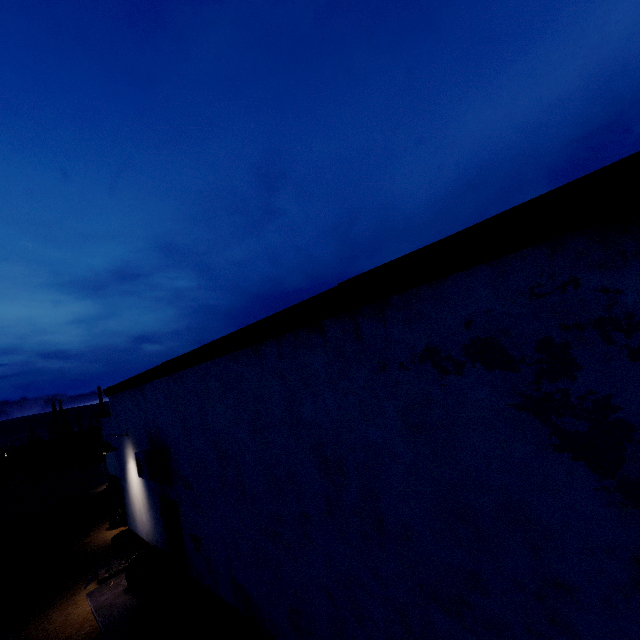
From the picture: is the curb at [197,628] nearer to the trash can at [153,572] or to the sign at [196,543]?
the trash can at [153,572]

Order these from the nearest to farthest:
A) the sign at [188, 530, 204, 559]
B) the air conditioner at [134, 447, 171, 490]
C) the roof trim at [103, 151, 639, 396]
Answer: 1. the roof trim at [103, 151, 639, 396]
2. the sign at [188, 530, 204, 559]
3. the air conditioner at [134, 447, 171, 490]

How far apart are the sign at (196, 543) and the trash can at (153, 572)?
1.8m

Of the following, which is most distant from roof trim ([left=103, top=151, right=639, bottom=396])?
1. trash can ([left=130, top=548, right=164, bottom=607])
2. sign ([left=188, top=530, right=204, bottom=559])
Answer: trash can ([left=130, top=548, right=164, bottom=607])

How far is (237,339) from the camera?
4.4m

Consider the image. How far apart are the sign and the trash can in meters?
1.8

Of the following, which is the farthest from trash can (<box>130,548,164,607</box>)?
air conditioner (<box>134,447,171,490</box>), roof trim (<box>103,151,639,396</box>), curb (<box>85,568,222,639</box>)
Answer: roof trim (<box>103,151,639,396</box>)

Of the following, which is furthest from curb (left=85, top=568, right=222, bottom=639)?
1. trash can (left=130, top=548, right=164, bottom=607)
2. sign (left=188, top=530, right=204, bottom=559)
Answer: sign (left=188, top=530, right=204, bottom=559)
